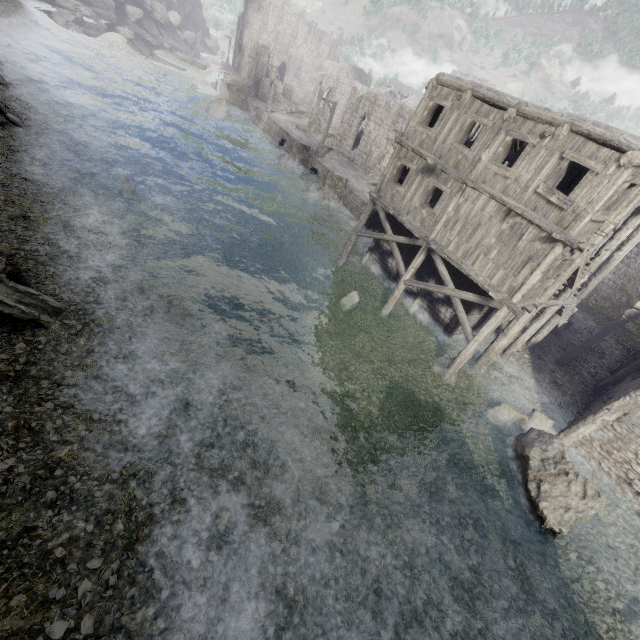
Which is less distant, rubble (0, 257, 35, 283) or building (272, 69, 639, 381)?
rubble (0, 257, 35, 283)

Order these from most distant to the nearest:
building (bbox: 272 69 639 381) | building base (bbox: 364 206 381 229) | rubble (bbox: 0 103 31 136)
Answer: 1. building base (bbox: 364 206 381 229)
2. rubble (bbox: 0 103 31 136)
3. building (bbox: 272 69 639 381)

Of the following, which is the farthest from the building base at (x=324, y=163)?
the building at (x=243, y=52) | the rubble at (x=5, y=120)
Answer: the rubble at (x=5, y=120)

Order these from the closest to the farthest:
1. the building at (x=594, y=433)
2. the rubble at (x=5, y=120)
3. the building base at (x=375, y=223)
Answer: the building at (x=594, y=433), the rubble at (x=5, y=120), the building base at (x=375, y=223)

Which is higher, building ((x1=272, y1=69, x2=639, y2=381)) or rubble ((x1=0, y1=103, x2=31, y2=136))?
building ((x1=272, y1=69, x2=639, y2=381))

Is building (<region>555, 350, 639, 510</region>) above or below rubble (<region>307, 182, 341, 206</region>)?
above

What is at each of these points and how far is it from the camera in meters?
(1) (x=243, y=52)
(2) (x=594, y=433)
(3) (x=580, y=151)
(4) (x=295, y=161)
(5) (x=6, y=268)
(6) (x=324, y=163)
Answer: (1) building, 59.6
(2) building, 12.6
(3) building, 10.4
(4) rubble, 32.7
(5) rubble, 9.7
(6) building base, 30.5

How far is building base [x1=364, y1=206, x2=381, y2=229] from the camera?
24.9 meters
